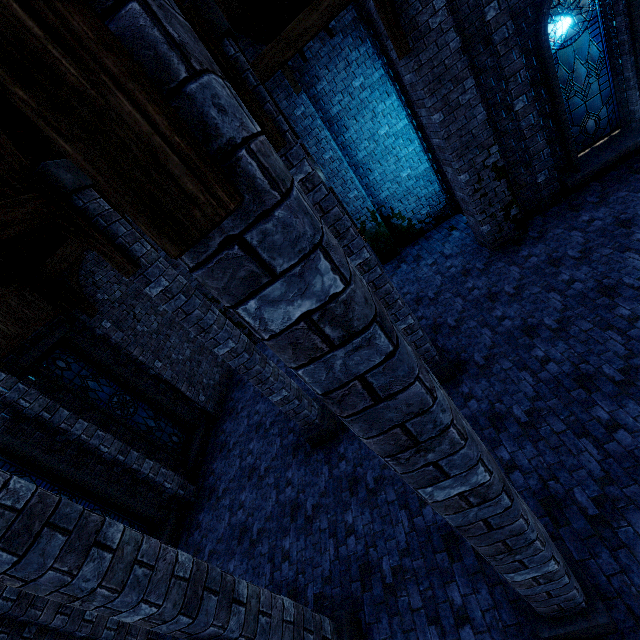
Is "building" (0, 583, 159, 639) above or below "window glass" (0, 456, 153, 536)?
below

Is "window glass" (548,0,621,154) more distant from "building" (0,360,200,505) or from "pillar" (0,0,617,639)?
"pillar" (0,0,617,639)

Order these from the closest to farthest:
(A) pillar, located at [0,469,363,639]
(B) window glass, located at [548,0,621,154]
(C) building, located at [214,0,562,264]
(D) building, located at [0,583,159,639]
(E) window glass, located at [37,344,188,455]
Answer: (A) pillar, located at [0,469,363,639], (D) building, located at [0,583,159,639], (C) building, located at [214,0,562,264], (B) window glass, located at [548,0,621,154], (E) window glass, located at [37,344,188,455]

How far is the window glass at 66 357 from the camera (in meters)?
8.44

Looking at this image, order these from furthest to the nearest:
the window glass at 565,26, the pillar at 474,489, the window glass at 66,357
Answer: the window glass at 66,357, the window glass at 565,26, the pillar at 474,489

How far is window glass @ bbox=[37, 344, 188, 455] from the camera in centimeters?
844cm

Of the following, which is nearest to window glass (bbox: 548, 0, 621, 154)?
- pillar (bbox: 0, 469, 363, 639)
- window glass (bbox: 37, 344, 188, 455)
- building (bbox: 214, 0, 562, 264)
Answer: building (bbox: 214, 0, 562, 264)

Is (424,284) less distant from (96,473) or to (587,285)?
(587,285)
